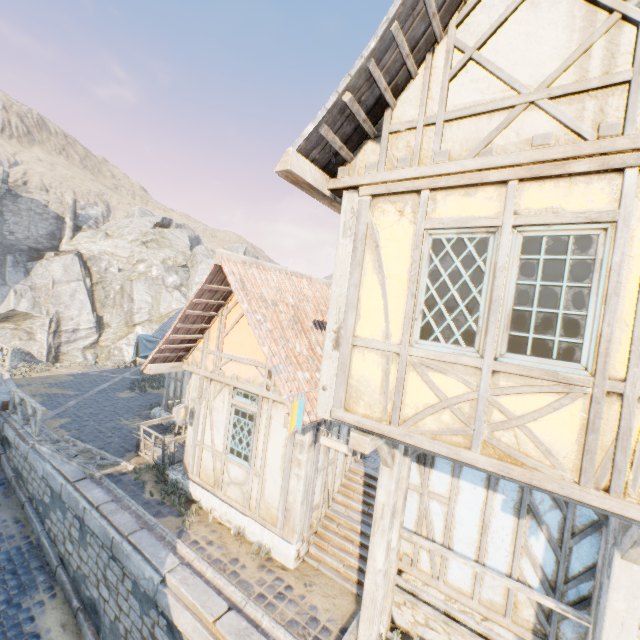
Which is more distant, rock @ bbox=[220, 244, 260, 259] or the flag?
rock @ bbox=[220, 244, 260, 259]

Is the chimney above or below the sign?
above

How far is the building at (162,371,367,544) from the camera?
6.90m

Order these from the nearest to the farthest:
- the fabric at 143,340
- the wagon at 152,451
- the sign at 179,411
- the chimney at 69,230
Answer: the sign at 179,411, the wagon at 152,451, the fabric at 143,340, the chimney at 69,230

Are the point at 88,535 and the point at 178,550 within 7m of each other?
yes

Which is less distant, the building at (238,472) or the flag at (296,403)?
the flag at (296,403)

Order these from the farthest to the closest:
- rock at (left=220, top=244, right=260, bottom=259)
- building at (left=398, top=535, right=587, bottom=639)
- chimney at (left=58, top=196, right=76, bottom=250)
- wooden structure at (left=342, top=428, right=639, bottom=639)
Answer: rock at (left=220, top=244, right=260, bottom=259) < chimney at (left=58, top=196, right=76, bottom=250) < building at (left=398, top=535, right=587, bottom=639) < wooden structure at (left=342, top=428, right=639, bottom=639)

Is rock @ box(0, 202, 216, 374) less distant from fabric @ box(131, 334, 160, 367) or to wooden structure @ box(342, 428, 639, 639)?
fabric @ box(131, 334, 160, 367)
